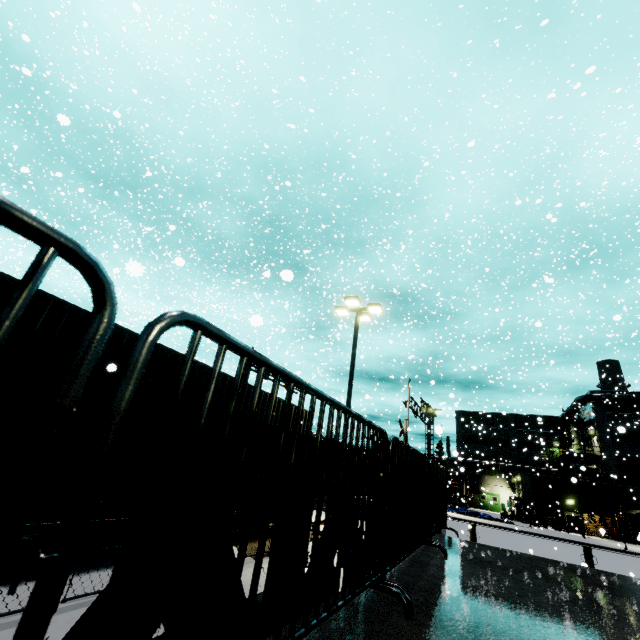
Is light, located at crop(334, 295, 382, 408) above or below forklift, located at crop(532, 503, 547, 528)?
above

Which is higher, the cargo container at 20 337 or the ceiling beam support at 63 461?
the cargo container at 20 337

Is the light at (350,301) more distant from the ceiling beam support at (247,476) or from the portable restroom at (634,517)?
the portable restroom at (634,517)

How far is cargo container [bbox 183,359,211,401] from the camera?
7.7m

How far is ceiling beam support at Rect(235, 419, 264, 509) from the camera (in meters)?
1.64

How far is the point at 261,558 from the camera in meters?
0.9

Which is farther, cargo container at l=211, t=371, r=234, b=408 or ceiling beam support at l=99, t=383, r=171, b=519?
cargo container at l=211, t=371, r=234, b=408

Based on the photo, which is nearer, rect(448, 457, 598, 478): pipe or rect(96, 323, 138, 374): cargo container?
rect(96, 323, 138, 374): cargo container
